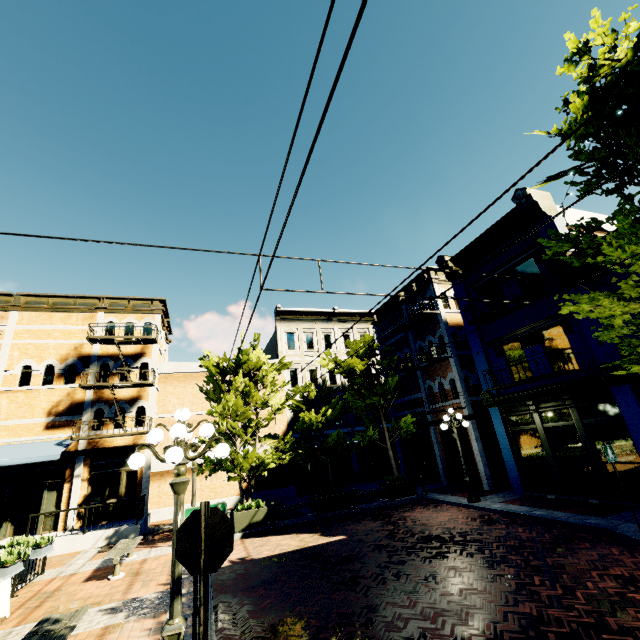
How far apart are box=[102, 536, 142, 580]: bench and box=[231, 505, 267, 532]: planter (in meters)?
3.21

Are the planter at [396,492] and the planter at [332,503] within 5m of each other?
yes

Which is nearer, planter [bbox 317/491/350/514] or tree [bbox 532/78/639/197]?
tree [bbox 532/78/639/197]

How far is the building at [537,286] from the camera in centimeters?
1163cm

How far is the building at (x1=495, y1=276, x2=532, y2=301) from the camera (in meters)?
12.23

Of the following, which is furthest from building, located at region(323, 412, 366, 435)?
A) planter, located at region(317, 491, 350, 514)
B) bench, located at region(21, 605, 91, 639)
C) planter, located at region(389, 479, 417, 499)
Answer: bench, located at region(21, 605, 91, 639)

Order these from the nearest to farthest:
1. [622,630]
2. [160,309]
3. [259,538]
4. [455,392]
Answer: [622,630] → [259,538] → [455,392] → [160,309]

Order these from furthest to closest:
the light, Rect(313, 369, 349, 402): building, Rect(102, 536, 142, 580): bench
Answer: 1. Rect(313, 369, 349, 402): building
2. Rect(102, 536, 142, 580): bench
3. the light
